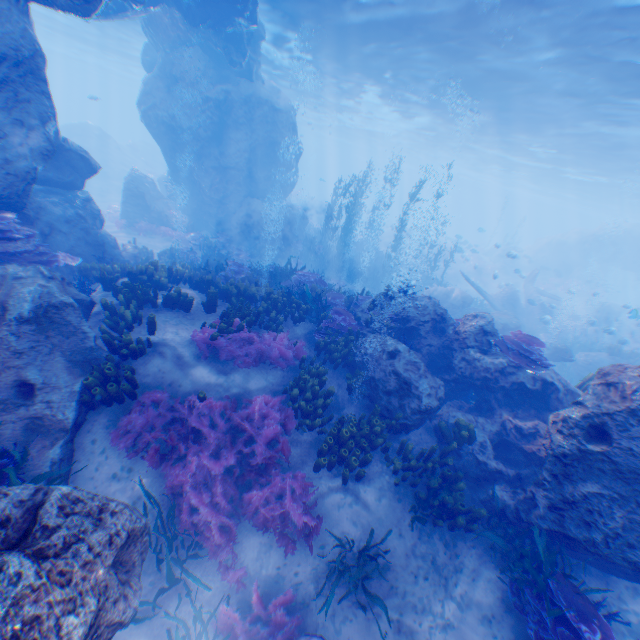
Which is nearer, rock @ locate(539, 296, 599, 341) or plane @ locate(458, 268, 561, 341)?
plane @ locate(458, 268, 561, 341)

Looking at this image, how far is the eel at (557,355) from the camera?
13.32m

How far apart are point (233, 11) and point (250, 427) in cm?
1776

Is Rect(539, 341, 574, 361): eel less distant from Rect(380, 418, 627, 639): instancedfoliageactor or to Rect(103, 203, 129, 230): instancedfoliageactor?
Rect(380, 418, 627, 639): instancedfoliageactor

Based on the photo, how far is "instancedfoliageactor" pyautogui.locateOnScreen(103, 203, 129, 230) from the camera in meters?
20.4 m

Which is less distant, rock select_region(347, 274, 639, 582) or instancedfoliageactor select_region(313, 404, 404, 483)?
rock select_region(347, 274, 639, 582)

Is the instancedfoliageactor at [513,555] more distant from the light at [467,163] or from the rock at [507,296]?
the light at [467,163]

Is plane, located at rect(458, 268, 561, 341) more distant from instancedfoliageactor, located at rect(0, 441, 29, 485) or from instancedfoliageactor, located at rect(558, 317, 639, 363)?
instancedfoliageactor, located at rect(0, 441, 29, 485)
